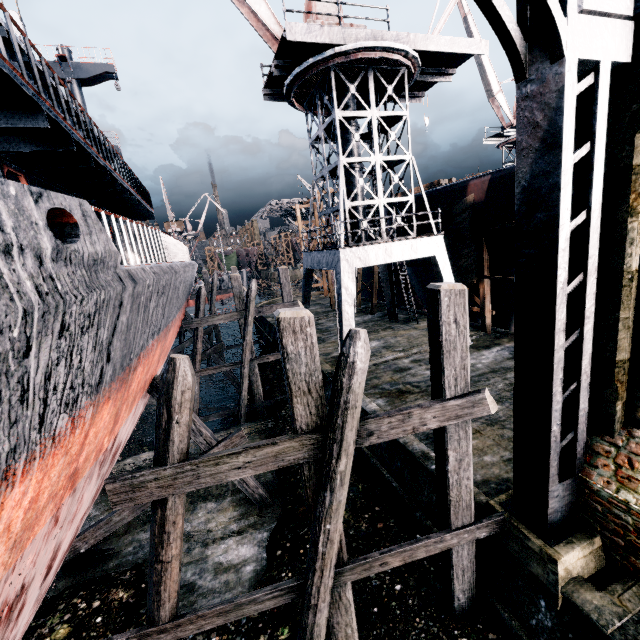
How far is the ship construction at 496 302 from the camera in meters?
17.8

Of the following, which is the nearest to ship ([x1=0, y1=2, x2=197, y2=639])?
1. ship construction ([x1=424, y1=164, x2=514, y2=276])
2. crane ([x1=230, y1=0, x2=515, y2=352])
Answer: crane ([x1=230, y1=0, x2=515, y2=352])

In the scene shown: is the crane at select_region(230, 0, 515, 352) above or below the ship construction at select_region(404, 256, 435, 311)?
above

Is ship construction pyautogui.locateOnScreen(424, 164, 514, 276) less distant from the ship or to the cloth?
the cloth

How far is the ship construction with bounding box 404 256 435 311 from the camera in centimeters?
2256cm

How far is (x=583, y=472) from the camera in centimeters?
593cm

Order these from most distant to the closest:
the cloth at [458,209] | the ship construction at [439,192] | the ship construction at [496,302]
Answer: the ship construction at [496,302] → the cloth at [458,209] → the ship construction at [439,192]
